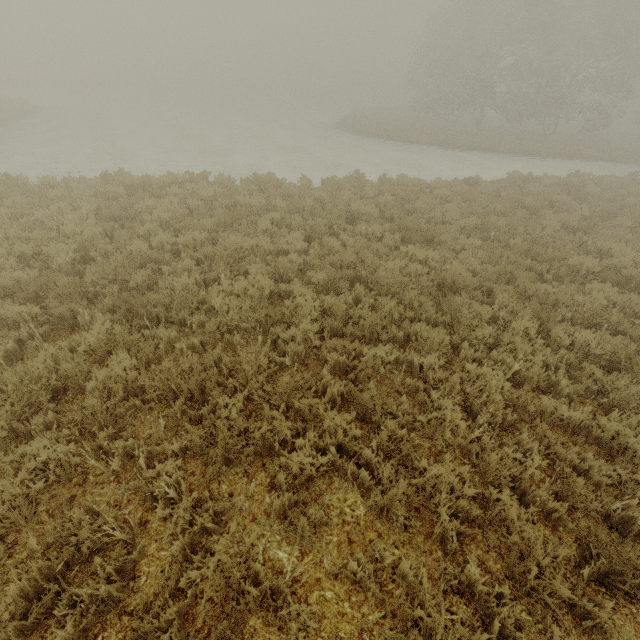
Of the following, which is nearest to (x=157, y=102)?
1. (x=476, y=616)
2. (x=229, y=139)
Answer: (x=229, y=139)
